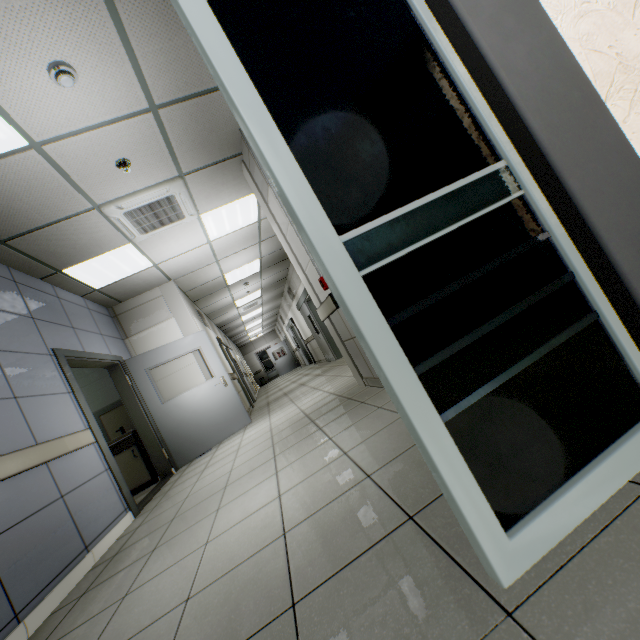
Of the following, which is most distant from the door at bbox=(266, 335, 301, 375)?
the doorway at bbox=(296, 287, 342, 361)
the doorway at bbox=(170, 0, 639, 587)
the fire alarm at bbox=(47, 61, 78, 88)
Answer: the doorway at bbox=(170, 0, 639, 587)

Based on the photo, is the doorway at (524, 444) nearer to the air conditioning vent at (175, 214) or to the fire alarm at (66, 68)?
the fire alarm at (66, 68)

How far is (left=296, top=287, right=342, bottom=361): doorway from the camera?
10.2m

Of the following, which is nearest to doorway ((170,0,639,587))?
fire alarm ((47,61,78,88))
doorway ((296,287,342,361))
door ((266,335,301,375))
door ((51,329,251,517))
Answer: fire alarm ((47,61,78,88))

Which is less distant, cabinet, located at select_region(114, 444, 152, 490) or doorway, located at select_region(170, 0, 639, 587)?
doorway, located at select_region(170, 0, 639, 587)

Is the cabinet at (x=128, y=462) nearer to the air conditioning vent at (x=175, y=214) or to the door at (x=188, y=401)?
the door at (x=188, y=401)

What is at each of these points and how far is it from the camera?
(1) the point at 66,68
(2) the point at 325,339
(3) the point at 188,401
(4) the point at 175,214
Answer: (1) fire alarm, 2.2m
(2) doorway, 10.2m
(3) door, 5.7m
(4) air conditioning vent, 4.4m

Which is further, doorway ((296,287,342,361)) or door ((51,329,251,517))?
doorway ((296,287,342,361))
